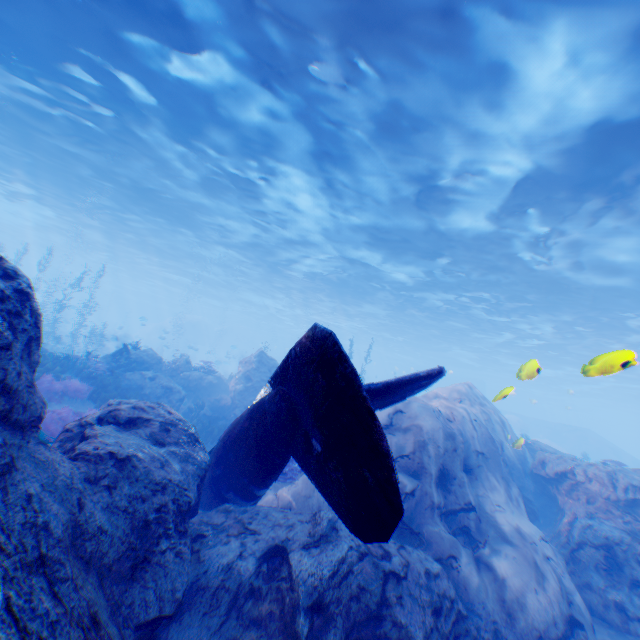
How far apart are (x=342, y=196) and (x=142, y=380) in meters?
12.5 m

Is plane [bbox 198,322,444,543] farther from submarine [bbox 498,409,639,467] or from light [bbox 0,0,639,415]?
submarine [bbox 498,409,639,467]

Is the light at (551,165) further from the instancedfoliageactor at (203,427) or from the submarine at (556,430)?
the instancedfoliageactor at (203,427)

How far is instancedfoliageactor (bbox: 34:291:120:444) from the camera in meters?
9.0 m

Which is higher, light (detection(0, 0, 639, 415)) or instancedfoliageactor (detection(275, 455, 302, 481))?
light (detection(0, 0, 639, 415))

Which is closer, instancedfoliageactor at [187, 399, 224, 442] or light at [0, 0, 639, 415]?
light at [0, 0, 639, 415]

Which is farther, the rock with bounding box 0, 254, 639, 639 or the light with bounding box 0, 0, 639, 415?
the light with bounding box 0, 0, 639, 415

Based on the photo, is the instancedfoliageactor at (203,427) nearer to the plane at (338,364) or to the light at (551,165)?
the plane at (338,364)
